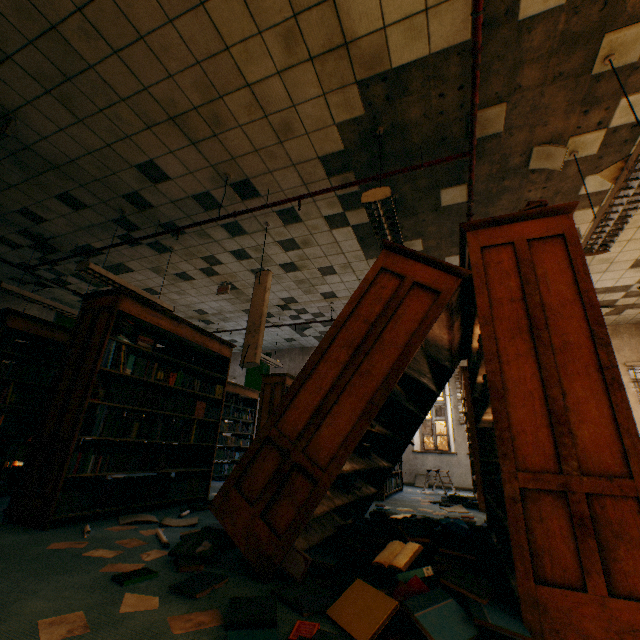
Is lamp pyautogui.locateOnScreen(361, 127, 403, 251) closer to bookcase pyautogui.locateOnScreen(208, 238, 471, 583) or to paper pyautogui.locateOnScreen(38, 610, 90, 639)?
bookcase pyautogui.locateOnScreen(208, 238, 471, 583)

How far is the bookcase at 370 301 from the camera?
2.0 meters

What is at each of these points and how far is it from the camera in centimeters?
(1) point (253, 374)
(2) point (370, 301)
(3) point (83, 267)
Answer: (1) banner, 1142cm
(2) bookcase, 226cm
(3) lamp, 430cm

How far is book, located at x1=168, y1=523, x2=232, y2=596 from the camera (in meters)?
1.68

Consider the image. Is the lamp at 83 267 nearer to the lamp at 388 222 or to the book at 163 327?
the book at 163 327

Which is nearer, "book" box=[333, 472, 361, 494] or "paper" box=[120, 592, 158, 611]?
"paper" box=[120, 592, 158, 611]

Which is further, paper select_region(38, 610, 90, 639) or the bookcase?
the bookcase

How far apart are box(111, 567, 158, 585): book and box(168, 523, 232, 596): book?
0.1m
